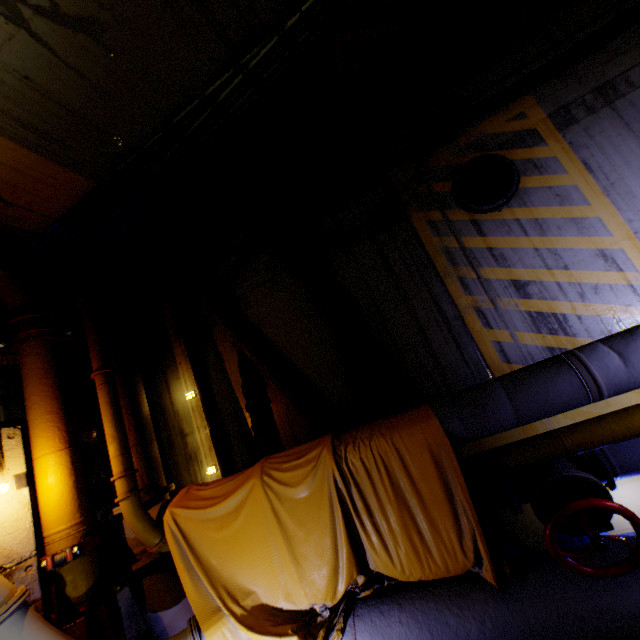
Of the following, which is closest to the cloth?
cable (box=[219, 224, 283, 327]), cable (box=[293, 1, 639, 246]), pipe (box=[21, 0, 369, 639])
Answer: pipe (box=[21, 0, 369, 639])

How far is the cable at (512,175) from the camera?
4.3m

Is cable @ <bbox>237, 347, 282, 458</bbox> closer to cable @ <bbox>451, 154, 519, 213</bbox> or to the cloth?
cable @ <bbox>451, 154, 519, 213</bbox>

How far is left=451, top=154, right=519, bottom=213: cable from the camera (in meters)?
4.27

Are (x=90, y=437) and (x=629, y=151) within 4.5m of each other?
no

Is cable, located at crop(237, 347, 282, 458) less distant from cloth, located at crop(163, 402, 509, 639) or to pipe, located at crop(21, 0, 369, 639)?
pipe, located at crop(21, 0, 369, 639)

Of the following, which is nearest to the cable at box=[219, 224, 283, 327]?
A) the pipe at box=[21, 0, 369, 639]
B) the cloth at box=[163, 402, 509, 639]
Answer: the pipe at box=[21, 0, 369, 639]

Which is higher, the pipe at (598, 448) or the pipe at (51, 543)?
the pipe at (51, 543)
